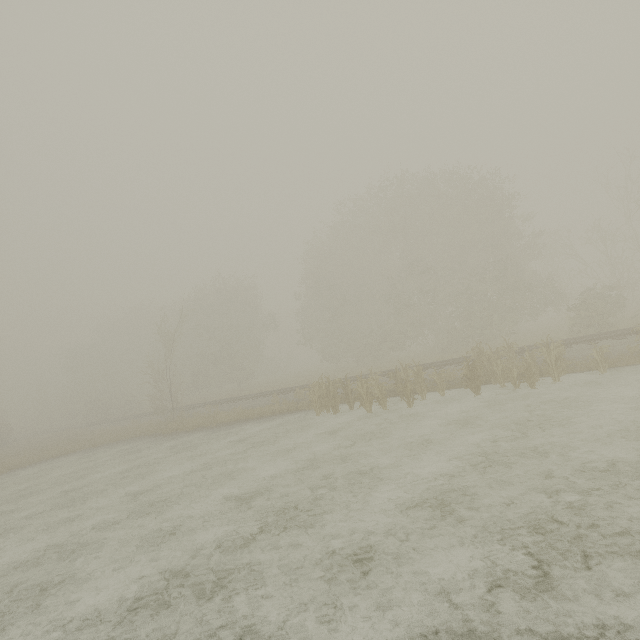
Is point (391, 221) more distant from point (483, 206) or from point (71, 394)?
point (71, 394)
